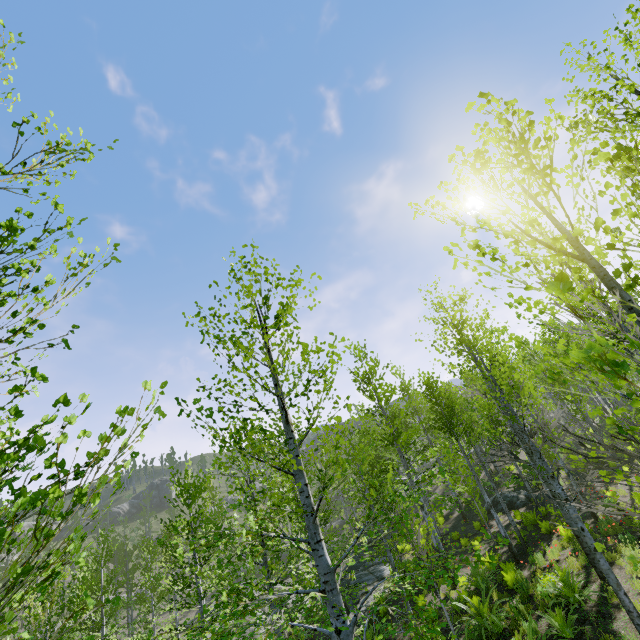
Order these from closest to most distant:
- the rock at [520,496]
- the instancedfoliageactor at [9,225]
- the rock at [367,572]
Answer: the instancedfoliageactor at [9,225] < the rock at [367,572] < the rock at [520,496]

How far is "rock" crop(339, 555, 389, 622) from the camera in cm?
1808

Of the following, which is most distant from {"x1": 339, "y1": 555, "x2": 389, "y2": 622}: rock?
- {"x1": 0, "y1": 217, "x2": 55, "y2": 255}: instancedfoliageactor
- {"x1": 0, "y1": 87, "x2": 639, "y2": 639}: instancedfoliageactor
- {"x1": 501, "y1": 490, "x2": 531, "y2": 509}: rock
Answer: {"x1": 501, "y1": 490, "x2": 531, "y2": 509}: rock

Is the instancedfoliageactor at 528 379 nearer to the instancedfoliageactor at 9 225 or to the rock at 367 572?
the rock at 367 572

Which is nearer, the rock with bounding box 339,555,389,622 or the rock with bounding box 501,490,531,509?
the rock with bounding box 339,555,389,622

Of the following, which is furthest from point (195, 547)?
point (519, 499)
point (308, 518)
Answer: point (519, 499)

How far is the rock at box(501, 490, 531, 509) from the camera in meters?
20.6 m

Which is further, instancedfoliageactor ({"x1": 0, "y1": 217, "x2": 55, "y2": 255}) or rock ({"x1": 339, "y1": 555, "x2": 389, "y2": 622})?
rock ({"x1": 339, "y1": 555, "x2": 389, "y2": 622})
